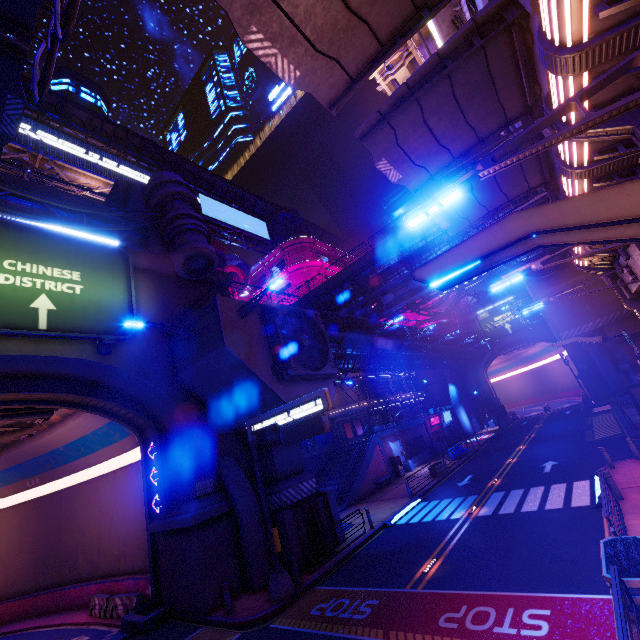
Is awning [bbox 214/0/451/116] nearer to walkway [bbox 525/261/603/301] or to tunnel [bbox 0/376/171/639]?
tunnel [bbox 0/376/171/639]

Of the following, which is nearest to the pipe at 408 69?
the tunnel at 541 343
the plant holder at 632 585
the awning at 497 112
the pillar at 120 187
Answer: the tunnel at 541 343

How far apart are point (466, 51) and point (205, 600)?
21.4 meters

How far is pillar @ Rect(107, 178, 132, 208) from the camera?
23.8 meters

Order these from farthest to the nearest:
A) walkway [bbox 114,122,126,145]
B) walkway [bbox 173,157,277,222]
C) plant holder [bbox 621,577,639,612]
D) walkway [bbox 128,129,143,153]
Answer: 1. walkway [bbox 173,157,277,222]
2. walkway [bbox 128,129,143,153]
3. walkway [bbox 114,122,126,145]
4. plant holder [bbox 621,577,639,612]

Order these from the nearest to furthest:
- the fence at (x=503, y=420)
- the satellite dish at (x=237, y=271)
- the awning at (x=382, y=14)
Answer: the awning at (x=382, y=14) < the satellite dish at (x=237, y=271) < the fence at (x=503, y=420)

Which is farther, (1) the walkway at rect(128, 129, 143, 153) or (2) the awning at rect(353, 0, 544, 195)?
(1) the walkway at rect(128, 129, 143, 153)

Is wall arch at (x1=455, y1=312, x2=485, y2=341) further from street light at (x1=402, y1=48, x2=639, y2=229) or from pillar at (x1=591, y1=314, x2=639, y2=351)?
street light at (x1=402, y1=48, x2=639, y2=229)
